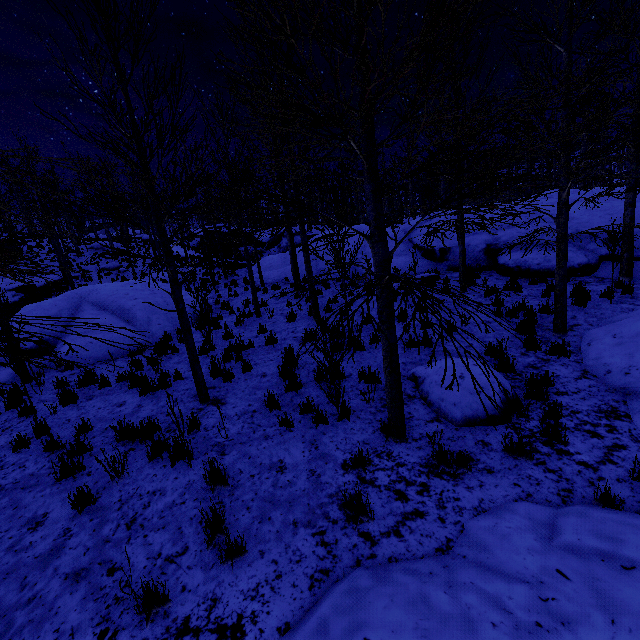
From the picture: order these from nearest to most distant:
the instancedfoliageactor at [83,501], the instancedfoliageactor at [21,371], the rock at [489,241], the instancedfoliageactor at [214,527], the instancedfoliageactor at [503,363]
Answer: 1. the instancedfoliageactor at [21,371]
2. the instancedfoliageactor at [214,527]
3. the instancedfoliageactor at [83,501]
4. the instancedfoliageactor at [503,363]
5. the rock at [489,241]

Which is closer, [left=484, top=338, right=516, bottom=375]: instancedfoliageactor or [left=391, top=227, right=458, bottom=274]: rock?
[left=484, top=338, right=516, bottom=375]: instancedfoliageactor

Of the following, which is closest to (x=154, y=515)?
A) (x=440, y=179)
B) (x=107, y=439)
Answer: (x=107, y=439)

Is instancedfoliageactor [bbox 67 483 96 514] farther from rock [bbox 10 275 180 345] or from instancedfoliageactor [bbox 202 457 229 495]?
rock [bbox 10 275 180 345]

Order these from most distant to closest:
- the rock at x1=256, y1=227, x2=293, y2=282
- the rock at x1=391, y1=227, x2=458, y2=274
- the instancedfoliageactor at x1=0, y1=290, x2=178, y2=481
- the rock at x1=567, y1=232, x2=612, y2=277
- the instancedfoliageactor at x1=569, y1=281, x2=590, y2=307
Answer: the rock at x1=256, y1=227, x2=293, y2=282 < the rock at x1=391, y1=227, x2=458, y2=274 < the rock at x1=567, y1=232, x2=612, y2=277 < the instancedfoliageactor at x1=569, y1=281, x2=590, y2=307 < the instancedfoliageactor at x1=0, y1=290, x2=178, y2=481

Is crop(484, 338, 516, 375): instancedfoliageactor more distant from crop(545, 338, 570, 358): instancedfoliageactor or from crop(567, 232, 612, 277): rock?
crop(545, 338, 570, 358): instancedfoliageactor

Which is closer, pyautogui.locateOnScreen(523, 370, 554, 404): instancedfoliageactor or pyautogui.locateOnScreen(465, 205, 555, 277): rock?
pyautogui.locateOnScreen(523, 370, 554, 404): instancedfoliageactor

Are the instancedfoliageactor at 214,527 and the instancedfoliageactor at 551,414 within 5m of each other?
yes
